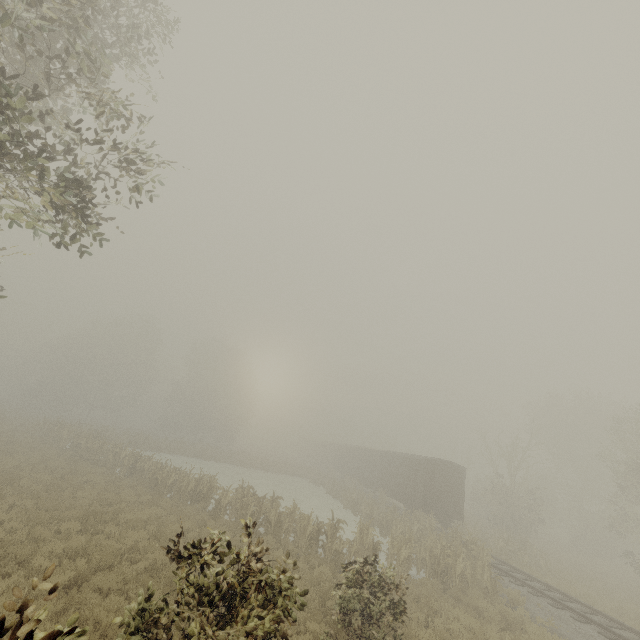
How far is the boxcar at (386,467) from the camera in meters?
23.7

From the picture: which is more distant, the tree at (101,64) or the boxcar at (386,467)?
the boxcar at (386,467)

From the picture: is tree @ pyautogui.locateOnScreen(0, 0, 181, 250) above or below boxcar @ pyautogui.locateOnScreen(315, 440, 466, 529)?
above

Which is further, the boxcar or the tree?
the boxcar

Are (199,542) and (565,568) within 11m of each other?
no

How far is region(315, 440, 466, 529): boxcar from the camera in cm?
2366
